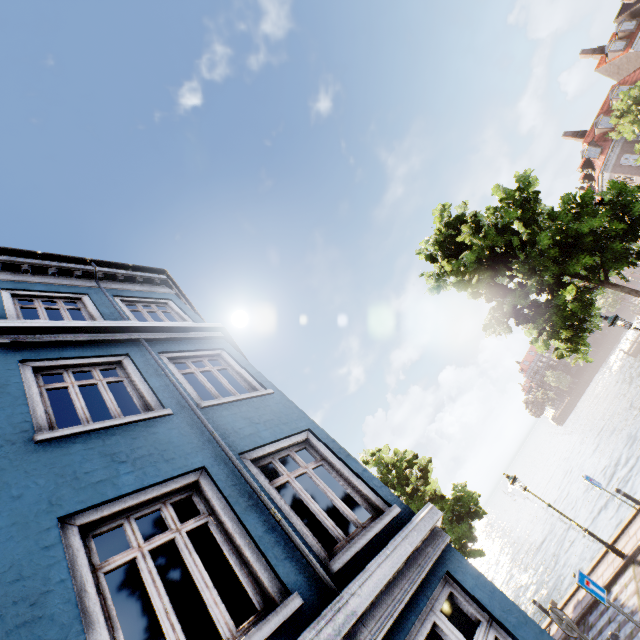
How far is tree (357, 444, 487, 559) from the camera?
14.1 meters

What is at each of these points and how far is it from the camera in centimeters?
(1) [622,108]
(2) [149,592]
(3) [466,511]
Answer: (1) tree, 2669cm
(2) building, 286cm
(3) tree, 1420cm

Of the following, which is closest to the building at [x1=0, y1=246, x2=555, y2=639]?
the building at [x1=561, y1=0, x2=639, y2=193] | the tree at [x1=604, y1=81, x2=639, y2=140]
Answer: the tree at [x1=604, y1=81, x2=639, y2=140]

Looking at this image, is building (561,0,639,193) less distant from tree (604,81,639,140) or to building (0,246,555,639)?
tree (604,81,639,140)

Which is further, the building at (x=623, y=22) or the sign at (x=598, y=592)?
the building at (x=623, y=22)

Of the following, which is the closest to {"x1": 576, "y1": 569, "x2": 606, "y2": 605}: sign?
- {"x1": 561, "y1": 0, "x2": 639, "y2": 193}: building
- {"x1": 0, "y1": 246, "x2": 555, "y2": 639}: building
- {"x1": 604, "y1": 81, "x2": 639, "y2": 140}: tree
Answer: {"x1": 0, "y1": 246, "x2": 555, "y2": 639}: building

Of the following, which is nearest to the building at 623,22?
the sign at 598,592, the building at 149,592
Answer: the building at 149,592

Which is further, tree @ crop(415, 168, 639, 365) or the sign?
tree @ crop(415, 168, 639, 365)
